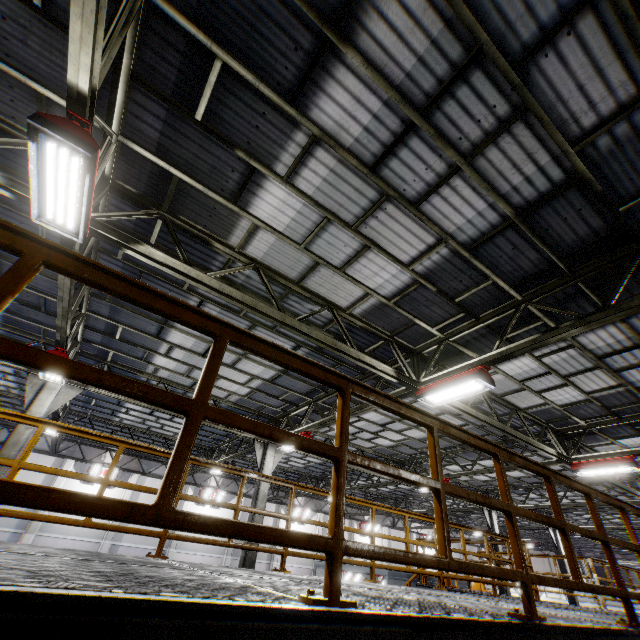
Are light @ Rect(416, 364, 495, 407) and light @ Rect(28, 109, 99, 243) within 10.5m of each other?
yes

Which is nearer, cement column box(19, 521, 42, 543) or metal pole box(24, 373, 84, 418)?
metal pole box(24, 373, 84, 418)

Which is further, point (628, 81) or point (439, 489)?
point (628, 81)

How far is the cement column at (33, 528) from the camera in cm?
1792

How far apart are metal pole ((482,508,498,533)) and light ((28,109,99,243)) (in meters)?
23.03

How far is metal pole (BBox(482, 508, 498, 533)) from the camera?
18.62m

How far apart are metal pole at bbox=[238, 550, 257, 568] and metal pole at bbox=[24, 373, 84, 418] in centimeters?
603cm

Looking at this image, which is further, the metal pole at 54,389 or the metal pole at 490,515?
the metal pole at 490,515
